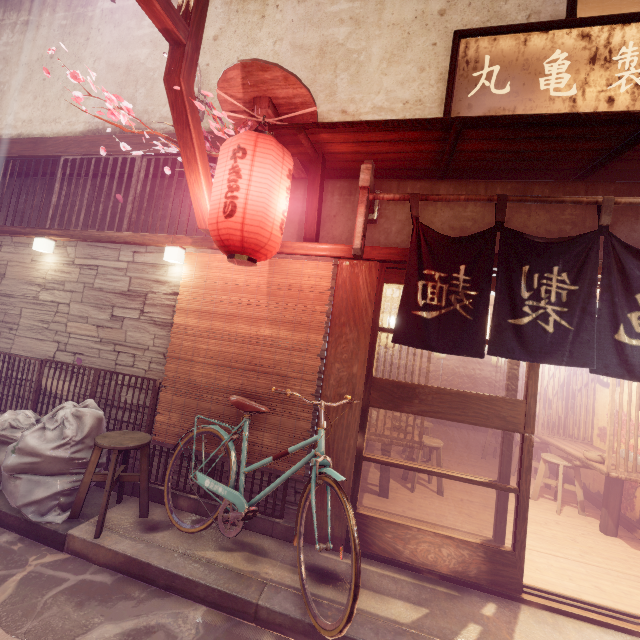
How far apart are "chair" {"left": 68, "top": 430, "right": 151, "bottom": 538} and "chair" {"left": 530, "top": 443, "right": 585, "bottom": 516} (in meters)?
9.74

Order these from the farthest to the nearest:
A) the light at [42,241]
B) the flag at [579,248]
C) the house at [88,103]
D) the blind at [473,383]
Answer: the blind at [473,383] < the house at [88,103] < the light at [42,241] < the flag at [579,248]

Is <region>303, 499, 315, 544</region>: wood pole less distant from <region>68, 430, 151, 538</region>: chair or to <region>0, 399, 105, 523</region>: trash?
<region>68, 430, 151, 538</region>: chair

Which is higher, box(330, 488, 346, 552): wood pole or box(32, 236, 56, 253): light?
box(32, 236, 56, 253): light

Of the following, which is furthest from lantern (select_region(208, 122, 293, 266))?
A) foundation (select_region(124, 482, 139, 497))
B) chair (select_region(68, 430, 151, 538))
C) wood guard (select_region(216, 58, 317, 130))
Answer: foundation (select_region(124, 482, 139, 497))

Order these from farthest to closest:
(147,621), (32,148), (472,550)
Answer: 1. (32,148)
2. (472,550)
3. (147,621)

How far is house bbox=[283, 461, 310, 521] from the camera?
5.8 meters

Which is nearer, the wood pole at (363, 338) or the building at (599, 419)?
the wood pole at (363, 338)
